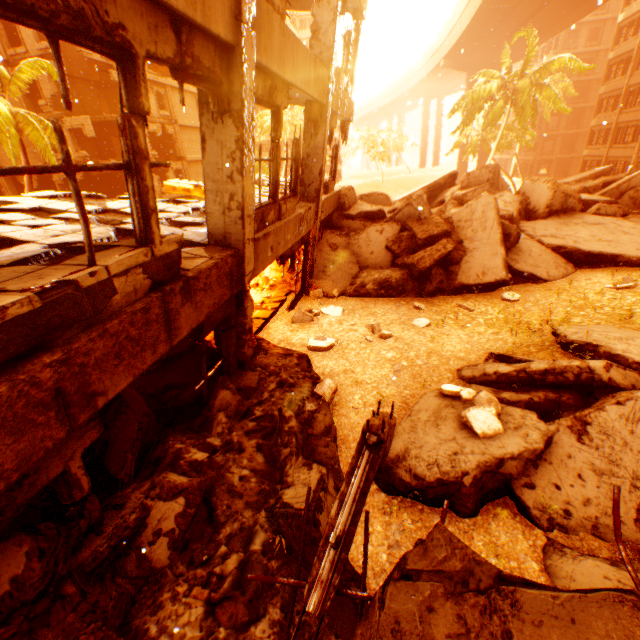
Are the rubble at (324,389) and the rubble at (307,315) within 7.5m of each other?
yes

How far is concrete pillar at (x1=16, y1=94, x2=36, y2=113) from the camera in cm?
2247

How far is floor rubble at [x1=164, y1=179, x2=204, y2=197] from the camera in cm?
1020

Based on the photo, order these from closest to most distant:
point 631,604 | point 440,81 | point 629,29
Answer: point 631,604 < point 629,29 < point 440,81

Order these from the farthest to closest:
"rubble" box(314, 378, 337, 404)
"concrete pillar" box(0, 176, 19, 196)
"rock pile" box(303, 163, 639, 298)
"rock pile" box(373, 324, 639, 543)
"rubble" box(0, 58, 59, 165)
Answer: "concrete pillar" box(0, 176, 19, 196) → "rubble" box(0, 58, 59, 165) → "rock pile" box(303, 163, 639, 298) → "rubble" box(314, 378, 337, 404) → "rock pile" box(373, 324, 639, 543)

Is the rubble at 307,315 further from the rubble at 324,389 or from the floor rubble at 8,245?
the rubble at 324,389

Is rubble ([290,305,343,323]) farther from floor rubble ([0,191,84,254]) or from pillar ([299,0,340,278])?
floor rubble ([0,191,84,254])

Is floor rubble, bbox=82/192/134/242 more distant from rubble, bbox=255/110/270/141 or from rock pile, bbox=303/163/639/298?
rock pile, bbox=303/163/639/298
